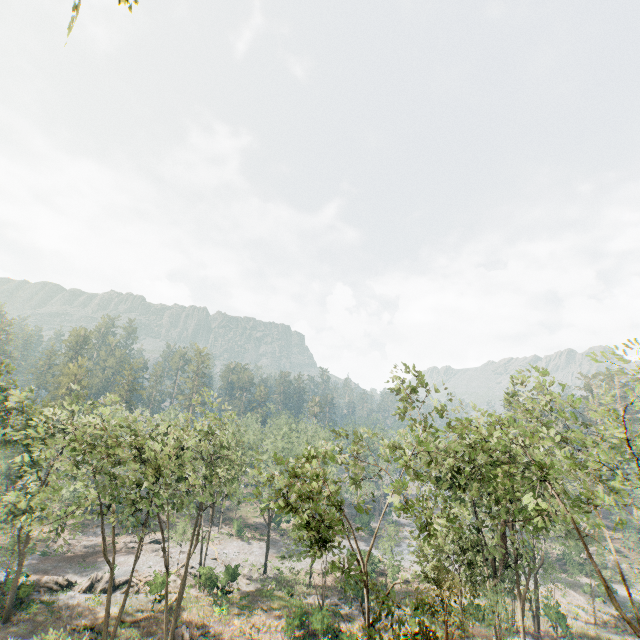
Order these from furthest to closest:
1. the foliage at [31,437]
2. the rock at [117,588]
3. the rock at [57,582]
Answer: the rock at [117,588]
the rock at [57,582]
the foliage at [31,437]

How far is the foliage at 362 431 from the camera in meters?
21.3 m

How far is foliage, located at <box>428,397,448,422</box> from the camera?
19.03m

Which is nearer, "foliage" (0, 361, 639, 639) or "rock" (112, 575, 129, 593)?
"foliage" (0, 361, 639, 639)

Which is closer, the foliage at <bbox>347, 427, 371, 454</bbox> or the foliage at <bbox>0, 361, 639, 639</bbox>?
the foliage at <bbox>0, 361, 639, 639</bbox>

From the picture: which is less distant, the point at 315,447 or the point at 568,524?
the point at 315,447

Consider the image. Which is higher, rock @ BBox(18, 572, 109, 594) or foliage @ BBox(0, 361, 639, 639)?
foliage @ BBox(0, 361, 639, 639)
